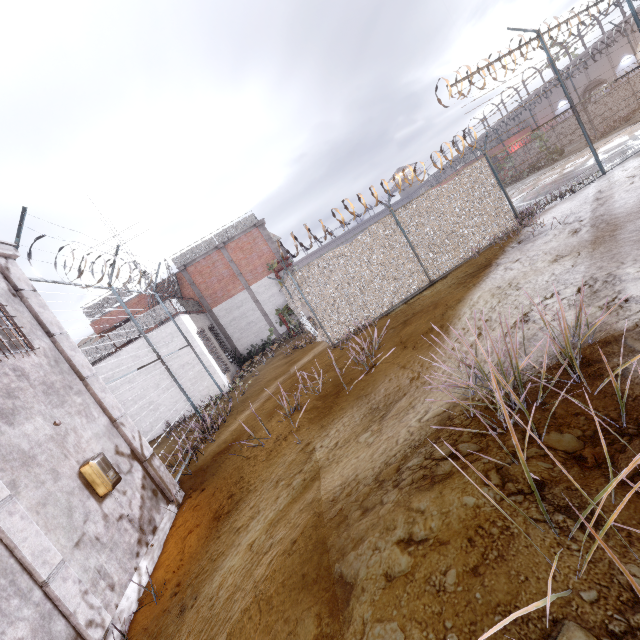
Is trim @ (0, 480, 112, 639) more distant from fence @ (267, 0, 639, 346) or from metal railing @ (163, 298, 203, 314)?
metal railing @ (163, 298, 203, 314)

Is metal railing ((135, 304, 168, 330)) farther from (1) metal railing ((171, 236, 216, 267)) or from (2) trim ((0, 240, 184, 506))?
(2) trim ((0, 240, 184, 506))

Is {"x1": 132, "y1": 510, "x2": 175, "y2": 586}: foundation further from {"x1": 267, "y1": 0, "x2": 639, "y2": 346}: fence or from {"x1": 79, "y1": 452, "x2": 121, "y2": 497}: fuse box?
{"x1": 79, "y1": 452, "x2": 121, "y2": 497}: fuse box

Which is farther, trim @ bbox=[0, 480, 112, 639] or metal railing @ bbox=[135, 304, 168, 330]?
metal railing @ bbox=[135, 304, 168, 330]

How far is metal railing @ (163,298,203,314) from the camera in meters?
14.4

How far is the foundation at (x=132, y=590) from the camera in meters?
4.1 m

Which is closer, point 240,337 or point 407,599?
point 407,599

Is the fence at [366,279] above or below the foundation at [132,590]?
above
